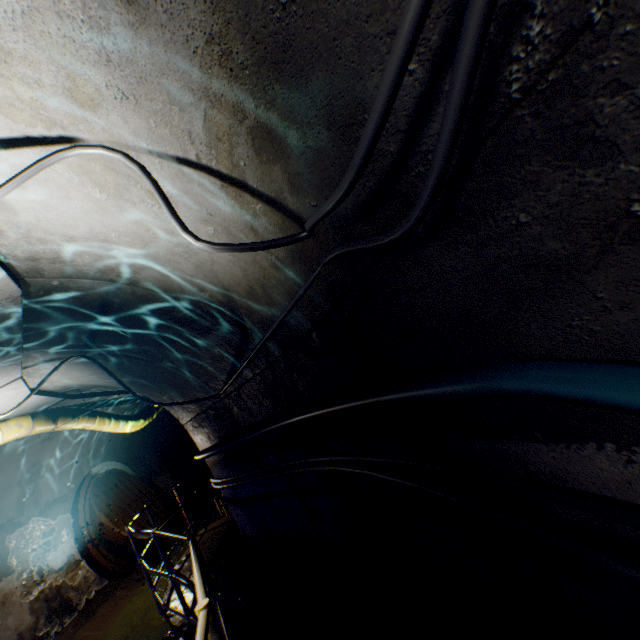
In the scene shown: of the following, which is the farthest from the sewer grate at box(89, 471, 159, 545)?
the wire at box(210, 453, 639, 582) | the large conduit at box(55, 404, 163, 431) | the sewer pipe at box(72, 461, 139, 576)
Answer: the wire at box(210, 453, 639, 582)

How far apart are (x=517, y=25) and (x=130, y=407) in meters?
12.1 m

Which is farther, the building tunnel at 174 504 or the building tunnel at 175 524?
the building tunnel at 174 504

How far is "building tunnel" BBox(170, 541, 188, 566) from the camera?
9.1m

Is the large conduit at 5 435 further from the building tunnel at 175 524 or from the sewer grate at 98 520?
the sewer grate at 98 520

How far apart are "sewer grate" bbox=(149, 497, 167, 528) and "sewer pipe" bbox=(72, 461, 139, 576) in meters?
0.0 m

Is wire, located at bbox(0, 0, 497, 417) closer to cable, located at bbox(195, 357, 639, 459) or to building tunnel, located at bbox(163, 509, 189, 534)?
building tunnel, located at bbox(163, 509, 189, 534)
